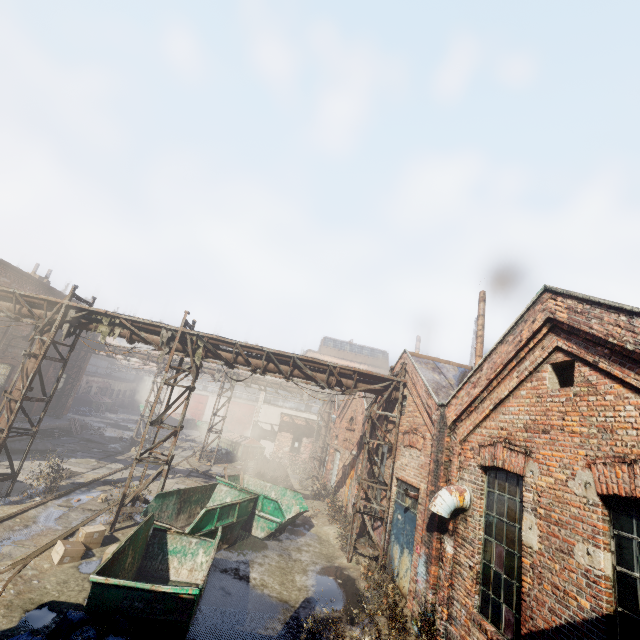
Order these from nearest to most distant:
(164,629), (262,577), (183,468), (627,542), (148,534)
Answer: (627,542), (164,629), (148,534), (262,577), (183,468)

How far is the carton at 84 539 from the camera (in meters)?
7.66

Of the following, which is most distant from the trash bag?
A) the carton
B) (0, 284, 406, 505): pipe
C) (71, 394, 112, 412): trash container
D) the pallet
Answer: (71, 394, 112, 412): trash container

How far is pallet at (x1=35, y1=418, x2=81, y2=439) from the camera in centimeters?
1927cm

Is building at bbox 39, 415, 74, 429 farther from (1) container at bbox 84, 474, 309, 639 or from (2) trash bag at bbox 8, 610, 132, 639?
(2) trash bag at bbox 8, 610, 132, 639

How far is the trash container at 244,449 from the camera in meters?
24.8

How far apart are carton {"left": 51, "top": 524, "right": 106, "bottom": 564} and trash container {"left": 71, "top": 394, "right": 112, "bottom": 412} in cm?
3119

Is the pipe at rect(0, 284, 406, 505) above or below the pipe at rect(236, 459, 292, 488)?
above
